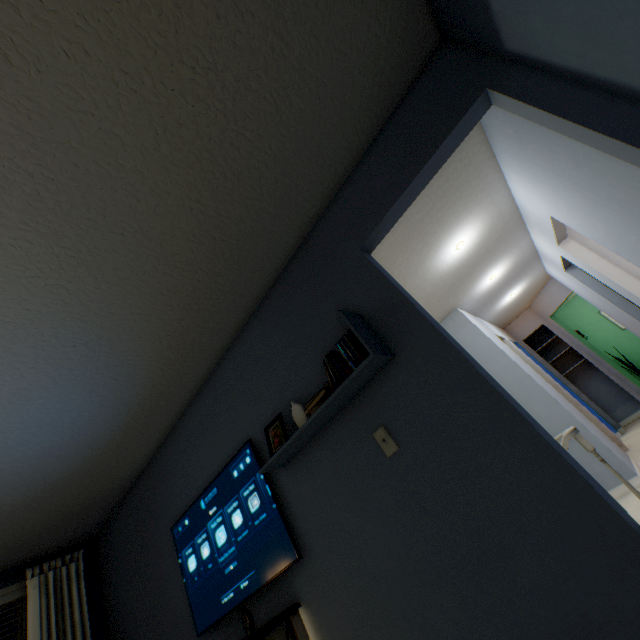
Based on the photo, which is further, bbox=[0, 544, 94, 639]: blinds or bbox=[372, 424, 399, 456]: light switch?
bbox=[0, 544, 94, 639]: blinds

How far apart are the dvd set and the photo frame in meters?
0.5 m

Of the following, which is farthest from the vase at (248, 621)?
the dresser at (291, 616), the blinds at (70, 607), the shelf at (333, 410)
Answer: the blinds at (70, 607)

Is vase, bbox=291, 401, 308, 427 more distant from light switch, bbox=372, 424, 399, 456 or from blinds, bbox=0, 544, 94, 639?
blinds, bbox=0, 544, 94, 639

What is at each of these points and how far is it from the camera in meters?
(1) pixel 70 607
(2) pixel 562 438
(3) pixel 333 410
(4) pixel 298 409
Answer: (1) blinds, 3.1 m
(2) stairs, 2.0 m
(3) shelf, 1.7 m
(4) vase, 1.8 m

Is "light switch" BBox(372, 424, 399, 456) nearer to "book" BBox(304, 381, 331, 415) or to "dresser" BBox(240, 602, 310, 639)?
"book" BBox(304, 381, 331, 415)

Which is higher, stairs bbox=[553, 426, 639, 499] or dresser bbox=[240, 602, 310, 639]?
dresser bbox=[240, 602, 310, 639]

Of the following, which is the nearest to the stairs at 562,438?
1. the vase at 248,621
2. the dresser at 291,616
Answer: the dresser at 291,616
